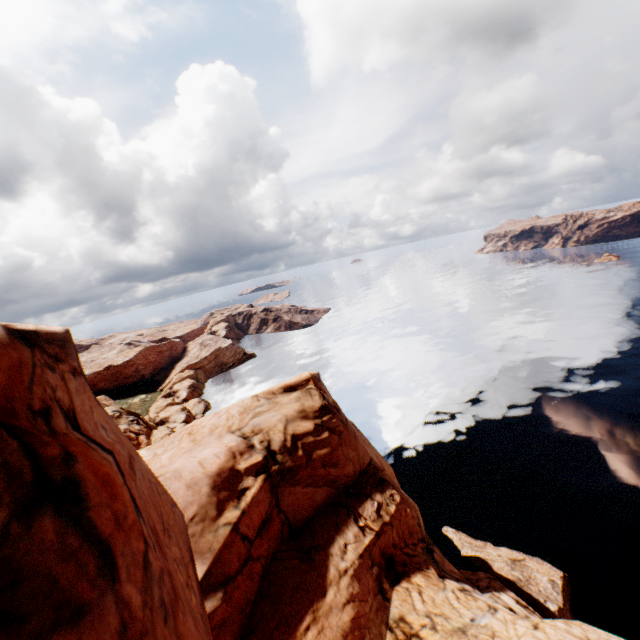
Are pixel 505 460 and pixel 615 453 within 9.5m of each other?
no
